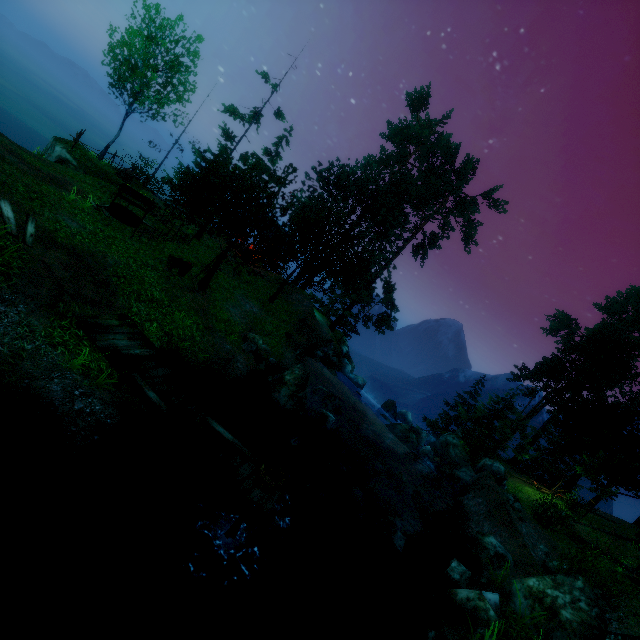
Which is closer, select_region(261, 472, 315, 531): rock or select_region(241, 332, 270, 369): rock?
select_region(261, 472, 315, 531): rock

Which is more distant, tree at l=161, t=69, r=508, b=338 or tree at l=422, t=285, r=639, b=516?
tree at l=422, t=285, r=639, b=516

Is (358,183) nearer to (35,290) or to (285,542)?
(35,290)

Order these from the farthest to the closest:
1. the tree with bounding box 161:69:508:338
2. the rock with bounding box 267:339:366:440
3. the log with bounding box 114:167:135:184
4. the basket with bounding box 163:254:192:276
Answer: the log with bounding box 114:167:135:184 → the tree with bounding box 161:69:508:338 → the basket with bounding box 163:254:192:276 → the rock with bounding box 267:339:366:440

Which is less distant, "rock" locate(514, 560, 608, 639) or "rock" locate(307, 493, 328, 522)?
"rock" locate(514, 560, 608, 639)

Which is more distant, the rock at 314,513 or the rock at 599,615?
the rock at 314,513

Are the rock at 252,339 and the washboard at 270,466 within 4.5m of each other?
no

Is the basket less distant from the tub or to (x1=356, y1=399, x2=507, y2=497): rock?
the tub
